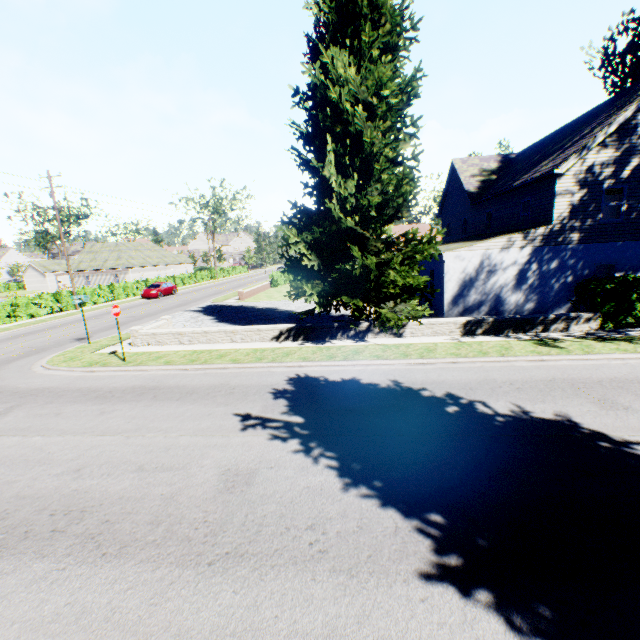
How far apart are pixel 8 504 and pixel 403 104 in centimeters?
1629cm

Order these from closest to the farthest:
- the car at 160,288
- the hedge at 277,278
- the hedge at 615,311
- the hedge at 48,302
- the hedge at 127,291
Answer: the hedge at 615,311, the hedge at 48,302, the hedge at 127,291, the car at 160,288, the hedge at 277,278

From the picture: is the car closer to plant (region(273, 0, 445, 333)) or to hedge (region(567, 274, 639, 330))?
plant (region(273, 0, 445, 333))

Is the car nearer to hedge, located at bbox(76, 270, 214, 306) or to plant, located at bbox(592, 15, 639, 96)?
hedge, located at bbox(76, 270, 214, 306)

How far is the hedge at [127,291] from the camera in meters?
31.7

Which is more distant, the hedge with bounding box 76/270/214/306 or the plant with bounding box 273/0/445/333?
the hedge with bounding box 76/270/214/306

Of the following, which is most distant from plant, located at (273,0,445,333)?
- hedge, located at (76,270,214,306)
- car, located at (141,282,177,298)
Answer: car, located at (141,282,177,298)
